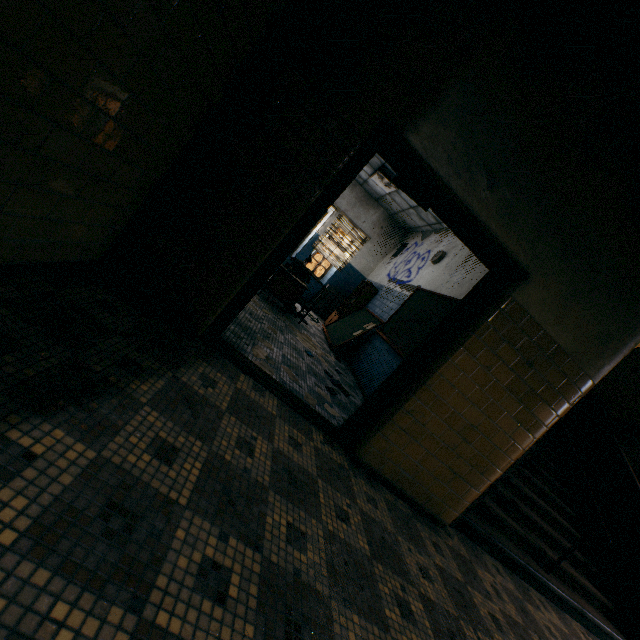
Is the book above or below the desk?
above

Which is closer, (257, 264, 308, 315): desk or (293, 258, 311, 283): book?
(257, 264, 308, 315): desk

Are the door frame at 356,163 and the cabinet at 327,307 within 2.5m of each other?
no

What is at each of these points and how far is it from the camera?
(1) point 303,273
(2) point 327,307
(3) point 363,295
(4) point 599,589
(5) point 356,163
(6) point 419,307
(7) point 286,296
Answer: (1) book, 6.9m
(2) cabinet, 10.5m
(3) bookcase, 8.8m
(4) stairs, 4.6m
(5) door frame, 2.5m
(6) blackboard, 6.1m
(7) desk, 6.0m

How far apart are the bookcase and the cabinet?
0.55m

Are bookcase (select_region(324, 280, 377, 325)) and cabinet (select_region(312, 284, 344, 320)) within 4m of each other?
yes

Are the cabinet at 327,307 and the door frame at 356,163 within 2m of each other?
no

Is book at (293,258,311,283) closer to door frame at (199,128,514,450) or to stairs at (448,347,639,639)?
stairs at (448,347,639,639)
